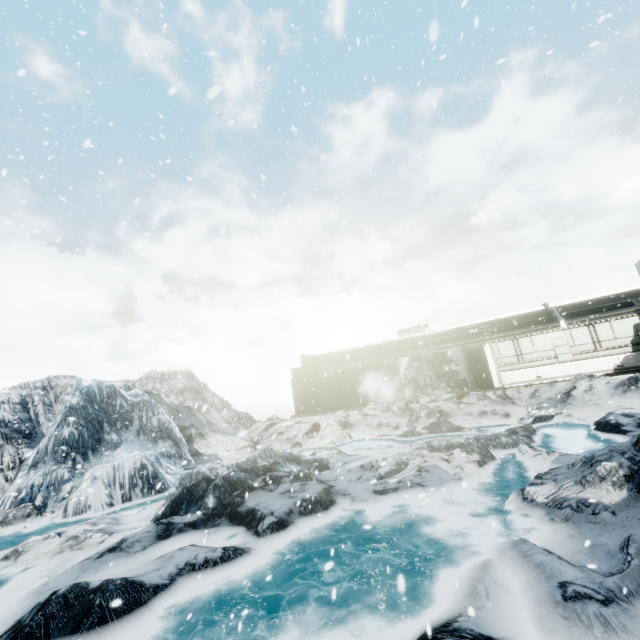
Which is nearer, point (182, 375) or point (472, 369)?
point (472, 369)
